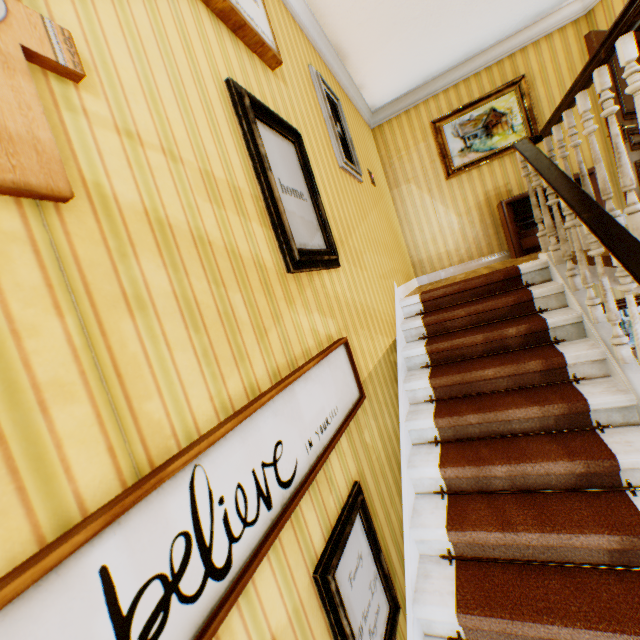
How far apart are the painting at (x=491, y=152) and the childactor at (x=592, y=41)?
1.1 meters

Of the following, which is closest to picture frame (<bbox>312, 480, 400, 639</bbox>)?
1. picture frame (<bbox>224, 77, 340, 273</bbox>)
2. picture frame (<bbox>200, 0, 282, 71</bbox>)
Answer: picture frame (<bbox>224, 77, 340, 273</bbox>)

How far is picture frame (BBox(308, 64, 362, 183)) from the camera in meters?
3.1 m

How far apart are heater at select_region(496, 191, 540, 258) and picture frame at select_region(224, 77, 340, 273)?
3.8m

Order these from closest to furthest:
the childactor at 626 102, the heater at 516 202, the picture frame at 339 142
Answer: the picture frame at 339 142 → the childactor at 626 102 → the heater at 516 202

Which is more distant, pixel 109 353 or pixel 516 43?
pixel 516 43

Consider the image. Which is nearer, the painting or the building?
the building

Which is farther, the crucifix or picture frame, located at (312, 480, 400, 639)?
picture frame, located at (312, 480, 400, 639)
